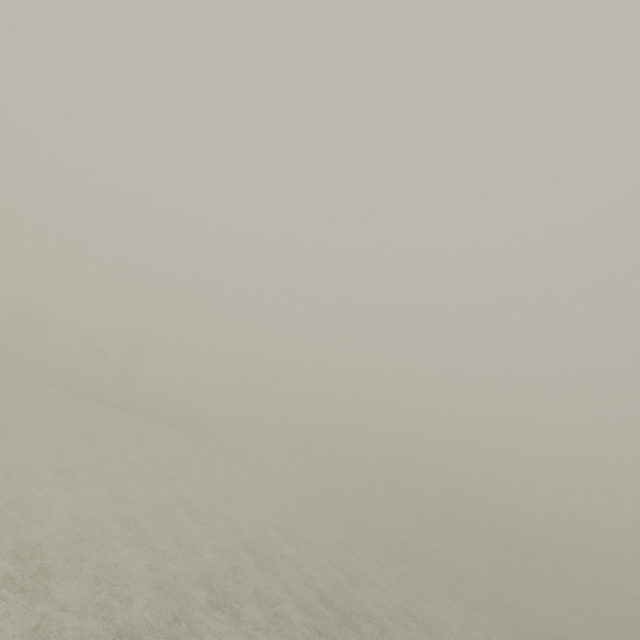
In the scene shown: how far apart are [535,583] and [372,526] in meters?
40.0
